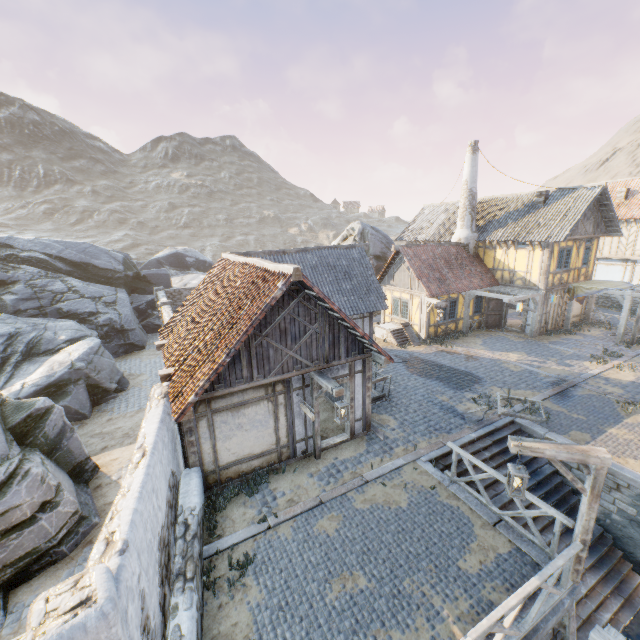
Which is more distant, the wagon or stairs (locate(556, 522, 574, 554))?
the wagon

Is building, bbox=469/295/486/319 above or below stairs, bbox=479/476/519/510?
above

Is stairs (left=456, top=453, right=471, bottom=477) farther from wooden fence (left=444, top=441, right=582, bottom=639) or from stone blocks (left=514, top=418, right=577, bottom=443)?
wooden fence (left=444, top=441, right=582, bottom=639)

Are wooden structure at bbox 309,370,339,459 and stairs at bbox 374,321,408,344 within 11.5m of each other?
yes

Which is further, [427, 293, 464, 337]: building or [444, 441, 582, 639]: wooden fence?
[427, 293, 464, 337]: building

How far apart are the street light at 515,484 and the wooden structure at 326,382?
3.7 meters

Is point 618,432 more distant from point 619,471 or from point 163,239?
point 163,239

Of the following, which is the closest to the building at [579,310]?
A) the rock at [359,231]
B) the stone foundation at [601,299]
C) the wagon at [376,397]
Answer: the stone foundation at [601,299]
